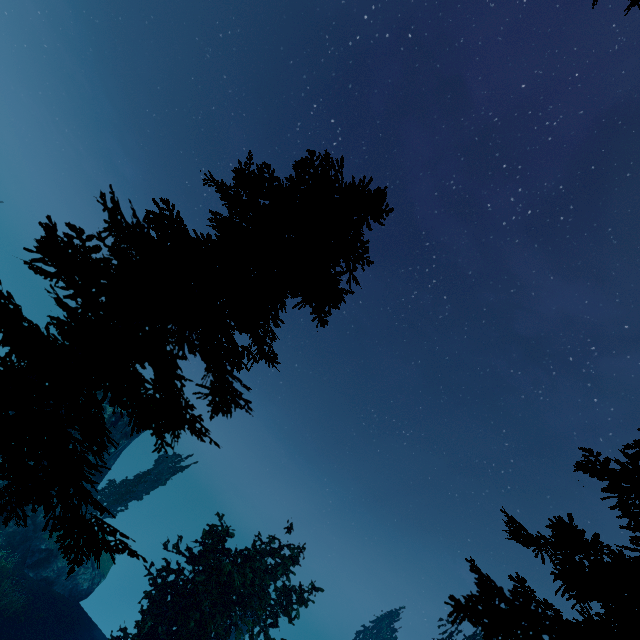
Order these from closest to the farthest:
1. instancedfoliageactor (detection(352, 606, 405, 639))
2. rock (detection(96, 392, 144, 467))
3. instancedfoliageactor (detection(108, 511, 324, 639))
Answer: instancedfoliageactor (detection(108, 511, 324, 639)), rock (detection(96, 392, 144, 467)), instancedfoliageactor (detection(352, 606, 405, 639))

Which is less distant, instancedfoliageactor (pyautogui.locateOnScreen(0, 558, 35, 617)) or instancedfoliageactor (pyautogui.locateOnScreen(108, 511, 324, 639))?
instancedfoliageactor (pyautogui.locateOnScreen(108, 511, 324, 639))

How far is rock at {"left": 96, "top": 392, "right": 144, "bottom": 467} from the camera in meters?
29.0 m

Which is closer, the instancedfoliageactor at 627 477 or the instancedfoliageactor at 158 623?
the instancedfoliageactor at 627 477

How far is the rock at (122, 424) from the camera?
29.0m

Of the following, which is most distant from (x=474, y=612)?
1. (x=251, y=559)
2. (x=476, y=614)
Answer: (x=251, y=559)

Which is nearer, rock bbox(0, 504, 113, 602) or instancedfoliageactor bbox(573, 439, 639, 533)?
instancedfoliageactor bbox(573, 439, 639, 533)
